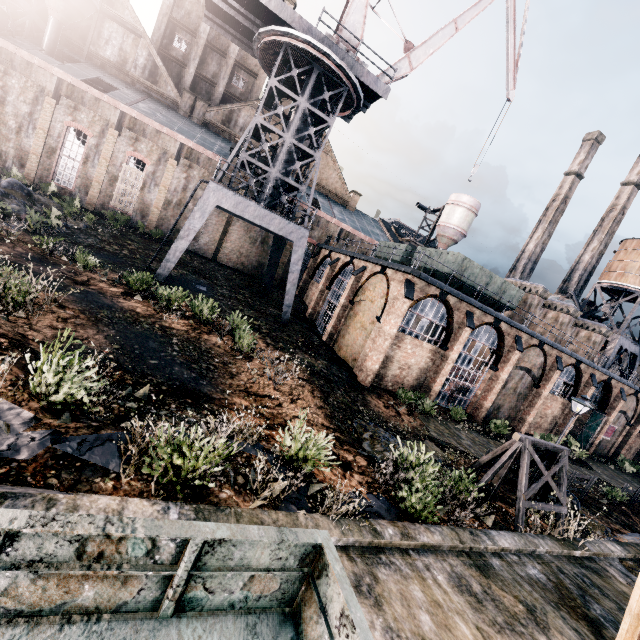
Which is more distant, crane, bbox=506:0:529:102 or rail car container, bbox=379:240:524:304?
crane, bbox=506:0:529:102

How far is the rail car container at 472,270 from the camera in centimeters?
2375cm

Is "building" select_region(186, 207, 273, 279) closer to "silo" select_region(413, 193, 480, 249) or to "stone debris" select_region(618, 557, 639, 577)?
"silo" select_region(413, 193, 480, 249)

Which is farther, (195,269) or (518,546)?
(195,269)

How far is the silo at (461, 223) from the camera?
48.6m

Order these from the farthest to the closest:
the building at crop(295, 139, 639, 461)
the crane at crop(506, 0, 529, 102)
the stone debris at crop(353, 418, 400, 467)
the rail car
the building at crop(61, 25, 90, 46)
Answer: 1. the building at crop(61, 25, 90, 46)
2. the crane at crop(506, 0, 529, 102)
3. the building at crop(295, 139, 639, 461)
4. the stone debris at crop(353, 418, 400, 467)
5. the rail car

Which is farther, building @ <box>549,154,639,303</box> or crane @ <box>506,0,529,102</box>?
building @ <box>549,154,639,303</box>

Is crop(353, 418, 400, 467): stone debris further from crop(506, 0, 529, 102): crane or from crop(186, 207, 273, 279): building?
crop(506, 0, 529, 102): crane
